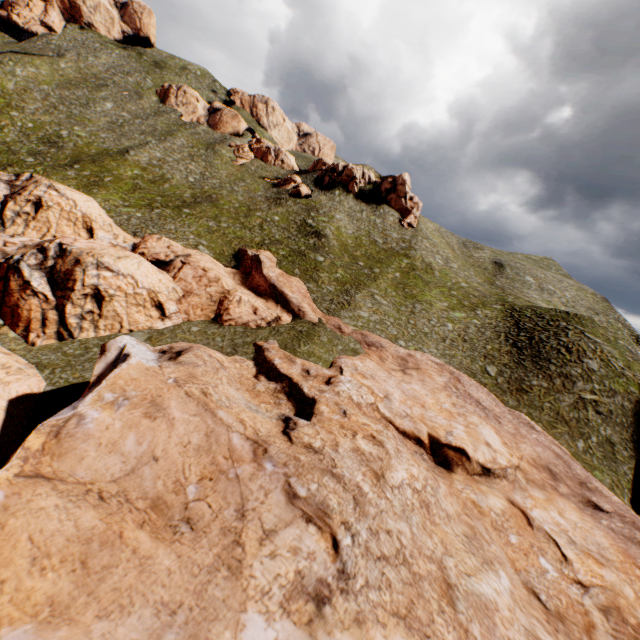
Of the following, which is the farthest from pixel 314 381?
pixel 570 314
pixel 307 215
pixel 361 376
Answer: pixel 307 215
